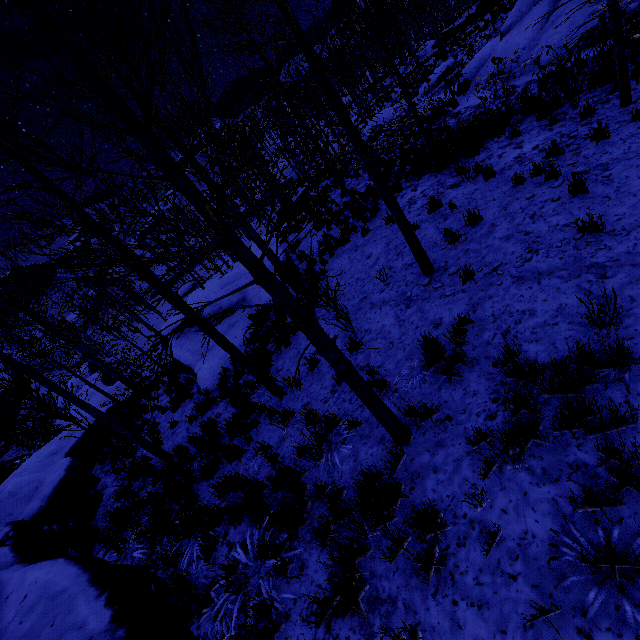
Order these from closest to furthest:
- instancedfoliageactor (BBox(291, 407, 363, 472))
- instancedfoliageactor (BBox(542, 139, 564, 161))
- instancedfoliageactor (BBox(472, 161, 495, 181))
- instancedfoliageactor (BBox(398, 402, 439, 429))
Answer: instancedfoliageactor (BBox(398, 402, 439, 429)), instancedfoliageactor (BBox(291, 407, 363, 472)), instancedfoliageactor (BBox(542, 139, 564, 161)), instancedfoliageactor (BBox(472, 161, 495, 181))

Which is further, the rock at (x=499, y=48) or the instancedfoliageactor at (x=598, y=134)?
the rock at (x=499, y=48)

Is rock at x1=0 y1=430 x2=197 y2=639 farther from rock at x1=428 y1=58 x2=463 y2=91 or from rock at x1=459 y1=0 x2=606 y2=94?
rock at x1=428 y1=58 x2=463 y2=91

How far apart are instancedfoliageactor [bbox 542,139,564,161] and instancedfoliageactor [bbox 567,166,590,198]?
1.35m

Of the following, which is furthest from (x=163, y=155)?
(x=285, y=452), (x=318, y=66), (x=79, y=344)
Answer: (x=79, y=344)

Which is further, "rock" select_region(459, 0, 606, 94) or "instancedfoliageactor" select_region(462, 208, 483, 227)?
"rock" select_region(459, 0, 606, 94)

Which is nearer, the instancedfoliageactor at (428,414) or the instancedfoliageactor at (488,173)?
the instancedfoliageactor at (428,414)

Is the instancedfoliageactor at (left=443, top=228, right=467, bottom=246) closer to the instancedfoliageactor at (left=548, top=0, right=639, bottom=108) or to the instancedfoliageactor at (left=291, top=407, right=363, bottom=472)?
the instancedfoliageactor at (left=291, top=407, right=363, bottom=472)
